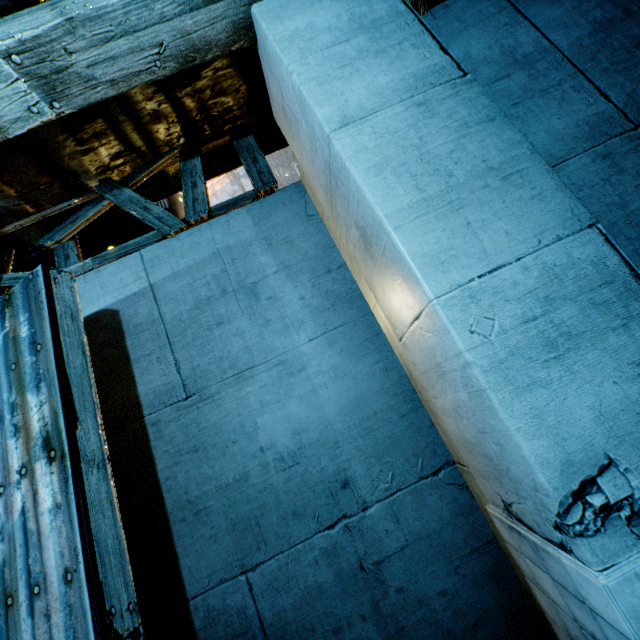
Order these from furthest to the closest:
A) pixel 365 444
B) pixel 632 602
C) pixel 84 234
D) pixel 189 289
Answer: pixel 84 234 → pixel 189 289 → pixel 365 444 → pixel 632 602
